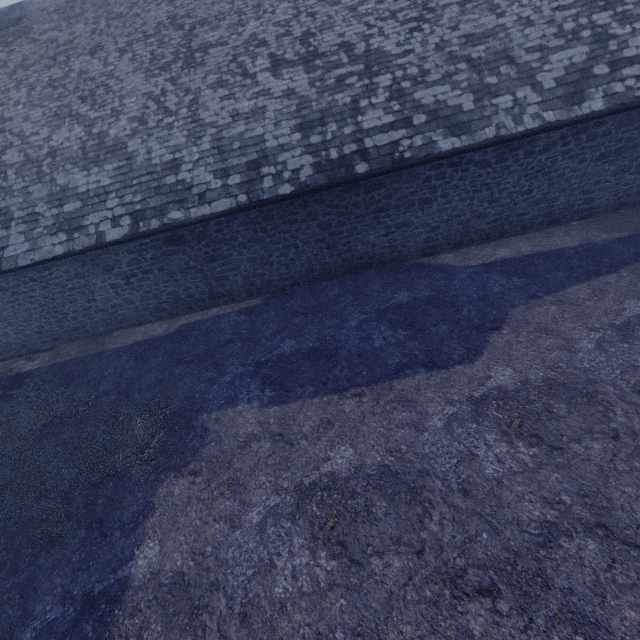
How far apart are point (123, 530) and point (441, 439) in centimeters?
544cm
